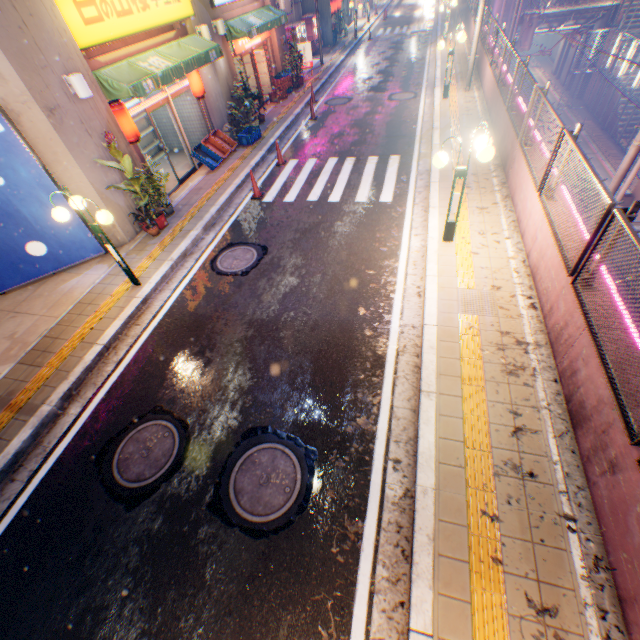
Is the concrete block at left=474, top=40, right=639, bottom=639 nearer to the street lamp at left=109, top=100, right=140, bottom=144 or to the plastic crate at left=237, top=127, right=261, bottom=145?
the plastic crate at left=237, top=127, right=261, bottom=145

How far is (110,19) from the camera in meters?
8.1 m

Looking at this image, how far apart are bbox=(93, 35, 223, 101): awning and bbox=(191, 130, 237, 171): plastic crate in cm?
215

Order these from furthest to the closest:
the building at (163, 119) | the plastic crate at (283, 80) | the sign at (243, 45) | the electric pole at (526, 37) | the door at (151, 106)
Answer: the electric pole at (526, 37)
the plastic crate at (283, 80)
the sign at (243, 45)
the building at (163, 119)
the door at (151, 106)

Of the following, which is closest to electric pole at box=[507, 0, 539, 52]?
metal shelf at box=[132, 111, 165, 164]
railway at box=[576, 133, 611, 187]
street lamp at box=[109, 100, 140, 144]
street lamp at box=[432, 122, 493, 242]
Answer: railway at box=[576, 133, 611, 187]

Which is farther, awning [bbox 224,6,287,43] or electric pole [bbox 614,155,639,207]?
awning [bbox 224,6,287,43]

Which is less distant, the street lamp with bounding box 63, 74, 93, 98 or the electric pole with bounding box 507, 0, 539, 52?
the street lamp with bounding box 63, 74, 93, 98

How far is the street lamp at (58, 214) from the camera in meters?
6.1
